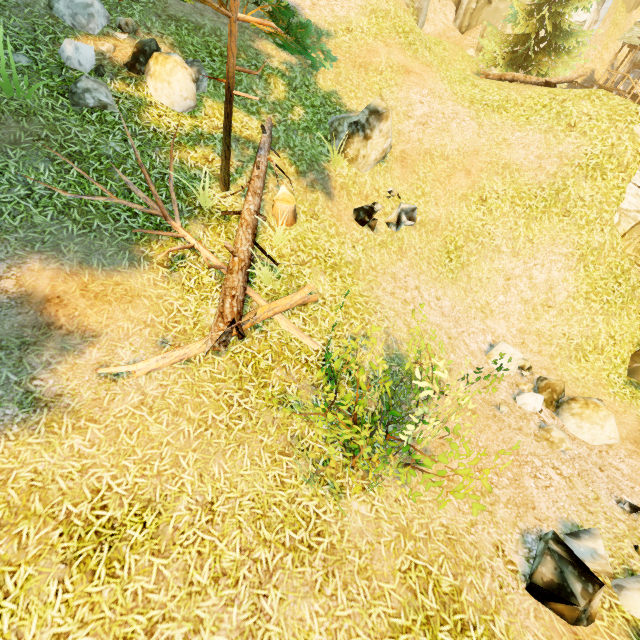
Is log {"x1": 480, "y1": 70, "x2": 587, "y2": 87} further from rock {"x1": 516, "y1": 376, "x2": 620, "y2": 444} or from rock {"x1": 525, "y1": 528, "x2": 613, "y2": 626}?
rock {"x1": 525, "y1": 528, "x2": 613, "y2": 626}

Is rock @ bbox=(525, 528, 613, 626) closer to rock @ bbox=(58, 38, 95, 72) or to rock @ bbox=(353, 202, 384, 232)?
rock @ bbox=(353, 202, 384, 232)

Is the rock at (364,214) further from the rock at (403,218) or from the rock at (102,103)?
the rock at (102,103)

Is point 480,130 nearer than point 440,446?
No

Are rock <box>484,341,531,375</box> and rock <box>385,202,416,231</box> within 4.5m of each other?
yes

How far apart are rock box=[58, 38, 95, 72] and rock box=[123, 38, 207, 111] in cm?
56

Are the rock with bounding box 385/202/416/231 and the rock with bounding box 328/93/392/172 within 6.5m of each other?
yes

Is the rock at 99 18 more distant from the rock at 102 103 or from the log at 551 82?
the log at 551 82
